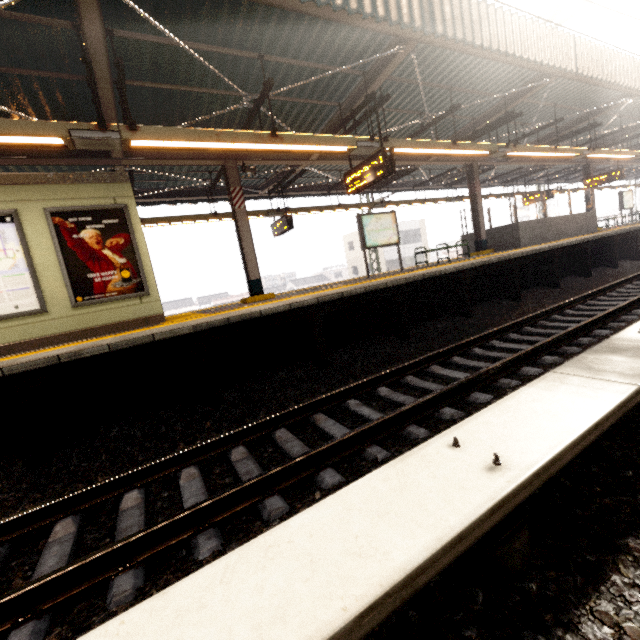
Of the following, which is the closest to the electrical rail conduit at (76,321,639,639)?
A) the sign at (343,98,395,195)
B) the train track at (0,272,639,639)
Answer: the train track at (0,272,639,639)

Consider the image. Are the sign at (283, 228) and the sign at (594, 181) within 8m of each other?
no

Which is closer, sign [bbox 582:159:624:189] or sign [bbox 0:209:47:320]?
sign [bbox 0:209:47:320]

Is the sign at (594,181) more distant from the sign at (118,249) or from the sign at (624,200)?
the sign at (118,249)

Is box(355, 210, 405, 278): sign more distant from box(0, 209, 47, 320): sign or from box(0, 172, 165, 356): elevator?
box(0, 209, 47, 320): sign

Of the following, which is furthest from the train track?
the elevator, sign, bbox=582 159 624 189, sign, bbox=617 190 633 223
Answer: sign, bbox=617 190 633 223

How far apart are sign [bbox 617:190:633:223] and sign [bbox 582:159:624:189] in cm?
602

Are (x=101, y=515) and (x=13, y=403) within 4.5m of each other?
yes
